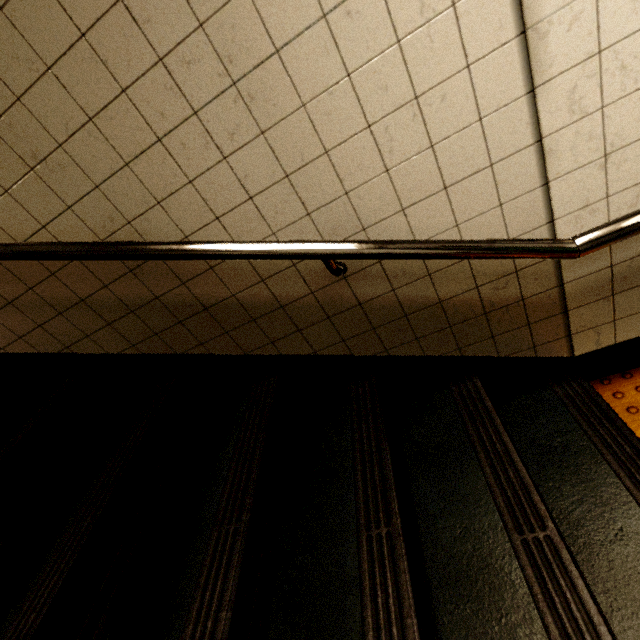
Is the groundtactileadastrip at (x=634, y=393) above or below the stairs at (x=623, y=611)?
below

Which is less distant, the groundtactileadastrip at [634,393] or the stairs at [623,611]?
the stairs at [623,611]

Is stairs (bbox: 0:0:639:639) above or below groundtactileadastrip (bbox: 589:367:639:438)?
above

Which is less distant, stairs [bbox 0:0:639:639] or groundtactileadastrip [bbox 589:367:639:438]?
stairs [bbox 0:0:639:639]

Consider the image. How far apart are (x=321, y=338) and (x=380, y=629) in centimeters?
97cm
